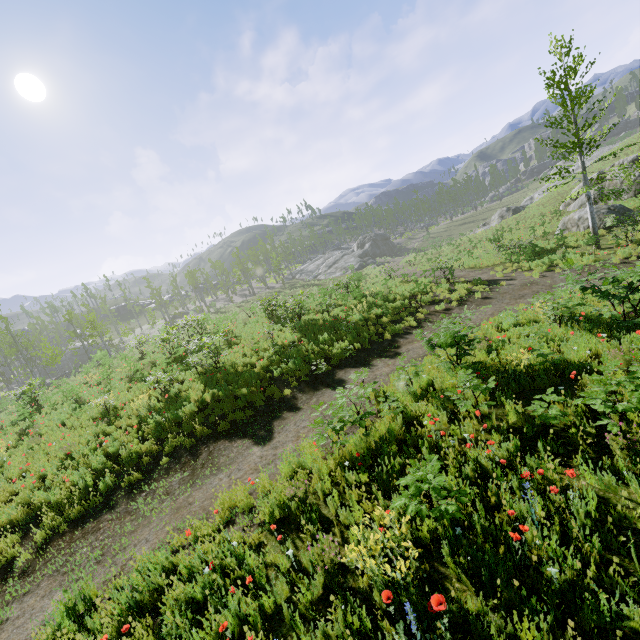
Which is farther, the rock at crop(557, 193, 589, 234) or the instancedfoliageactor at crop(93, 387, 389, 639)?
the rock at crop(557, 193, 589, 234)

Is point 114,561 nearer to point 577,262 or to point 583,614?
point 583,614

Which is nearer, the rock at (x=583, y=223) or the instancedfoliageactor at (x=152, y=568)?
the instancedfoliageactor at (x=152, y=568)

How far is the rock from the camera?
21.39m
